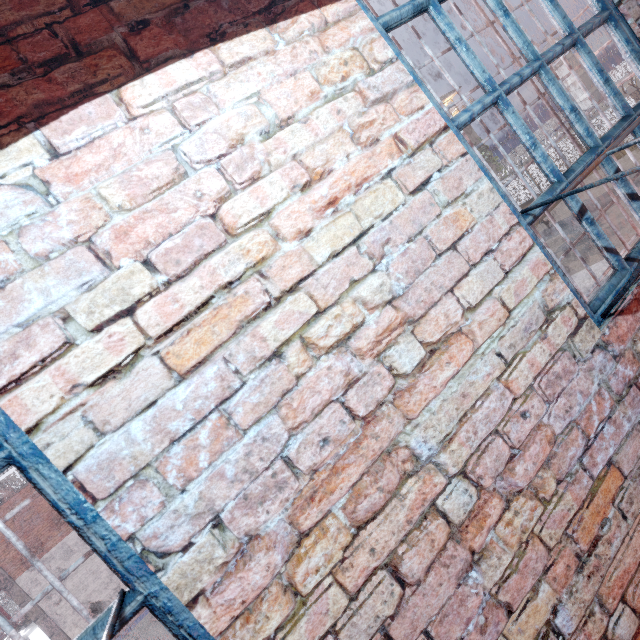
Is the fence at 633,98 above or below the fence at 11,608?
above

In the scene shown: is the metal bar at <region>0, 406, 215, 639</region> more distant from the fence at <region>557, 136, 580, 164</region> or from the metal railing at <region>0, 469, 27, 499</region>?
the fence at <region>557, 136, 580, 164</region>

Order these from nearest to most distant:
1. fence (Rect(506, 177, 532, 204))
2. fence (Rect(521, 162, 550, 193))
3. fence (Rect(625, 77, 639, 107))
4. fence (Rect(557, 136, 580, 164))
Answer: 1. fence (Rect(625, 77, 639, 107))
2. fence (Rect(557, 136, 580, 164))
3. fence (Rect(521, 162, 550, 193))
4. fence (Rect(506, 177, 532, 204))

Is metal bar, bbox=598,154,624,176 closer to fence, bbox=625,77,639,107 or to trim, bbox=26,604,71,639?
trim, bbox=26,604,71,639

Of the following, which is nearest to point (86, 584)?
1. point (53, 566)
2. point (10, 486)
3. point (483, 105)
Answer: point (53, 566)

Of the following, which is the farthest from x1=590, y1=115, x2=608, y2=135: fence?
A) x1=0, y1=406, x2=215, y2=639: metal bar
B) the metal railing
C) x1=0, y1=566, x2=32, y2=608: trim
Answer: x1=0, y1=406, x2=215, y2=639: metal bar

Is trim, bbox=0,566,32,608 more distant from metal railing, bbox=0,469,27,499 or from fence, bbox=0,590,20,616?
fence, bbox=0,590,20,616

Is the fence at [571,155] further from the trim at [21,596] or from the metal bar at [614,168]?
the metal bar at [614,168]
